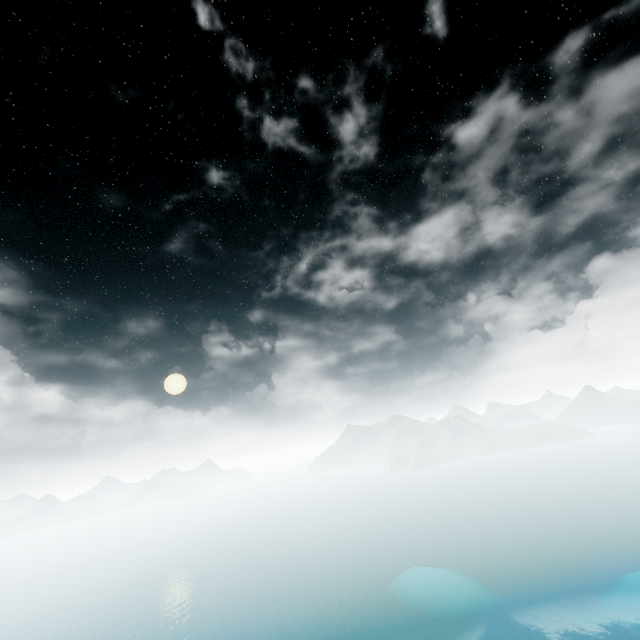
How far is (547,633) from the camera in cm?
5906
